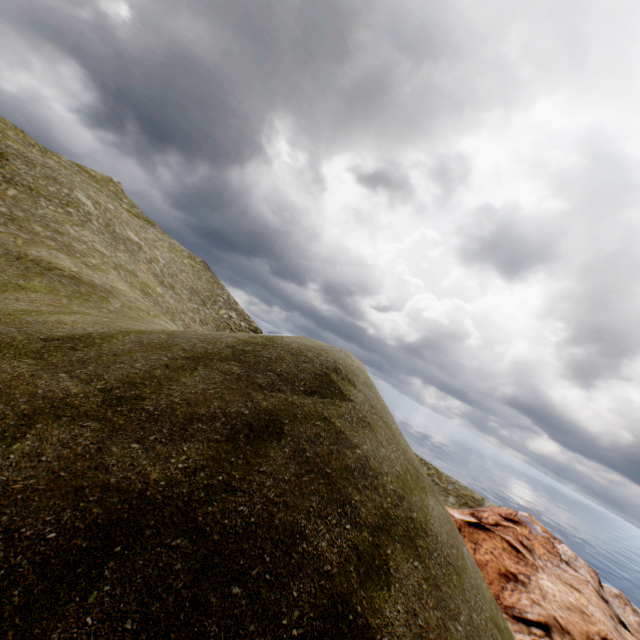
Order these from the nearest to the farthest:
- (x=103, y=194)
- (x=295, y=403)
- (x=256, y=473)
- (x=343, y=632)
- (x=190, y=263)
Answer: (x=343, y=632)
(x=256, y=473)
(x=295, y=403)
(x=103, y=194)
(x=190, y=263)
